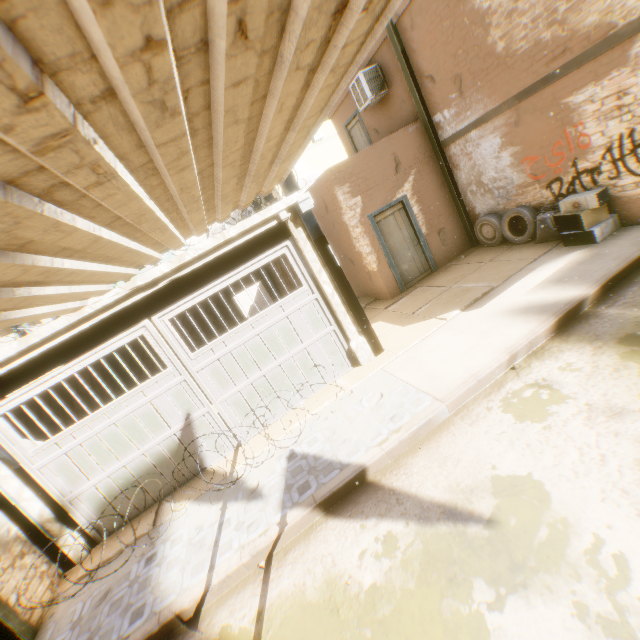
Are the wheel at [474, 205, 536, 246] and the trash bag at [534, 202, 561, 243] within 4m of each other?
yes

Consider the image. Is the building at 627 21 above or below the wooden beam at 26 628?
Answer: above

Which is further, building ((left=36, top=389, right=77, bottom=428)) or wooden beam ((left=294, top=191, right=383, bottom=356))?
building ((left=36, top=389, right=77, bottom=428))

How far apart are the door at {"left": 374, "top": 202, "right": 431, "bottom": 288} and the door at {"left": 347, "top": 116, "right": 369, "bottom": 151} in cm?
398

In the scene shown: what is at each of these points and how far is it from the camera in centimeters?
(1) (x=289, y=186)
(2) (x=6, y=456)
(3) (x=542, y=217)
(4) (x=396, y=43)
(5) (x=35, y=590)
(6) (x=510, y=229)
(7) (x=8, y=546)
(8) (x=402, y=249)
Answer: (1) wooden beam, 594cm
(2) wooden beam, 524cm
(3) trash bag, 751cm
(4) wooden beam, 867cm
(5) building, 495cm
(6) wheel, 869cm
(7) building, 496cm
(8) door, 974cm

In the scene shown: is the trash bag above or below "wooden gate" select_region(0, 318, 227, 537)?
below

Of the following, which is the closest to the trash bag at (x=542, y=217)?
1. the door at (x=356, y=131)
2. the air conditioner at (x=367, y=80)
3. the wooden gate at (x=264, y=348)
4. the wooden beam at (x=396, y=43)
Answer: the wooden beam at (x=396, y=43)

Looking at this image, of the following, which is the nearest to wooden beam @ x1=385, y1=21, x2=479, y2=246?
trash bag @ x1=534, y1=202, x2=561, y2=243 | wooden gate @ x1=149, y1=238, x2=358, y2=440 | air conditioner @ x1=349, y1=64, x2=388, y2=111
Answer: wooden gate @ x1=149, y1=238, x2=358, y2=440
